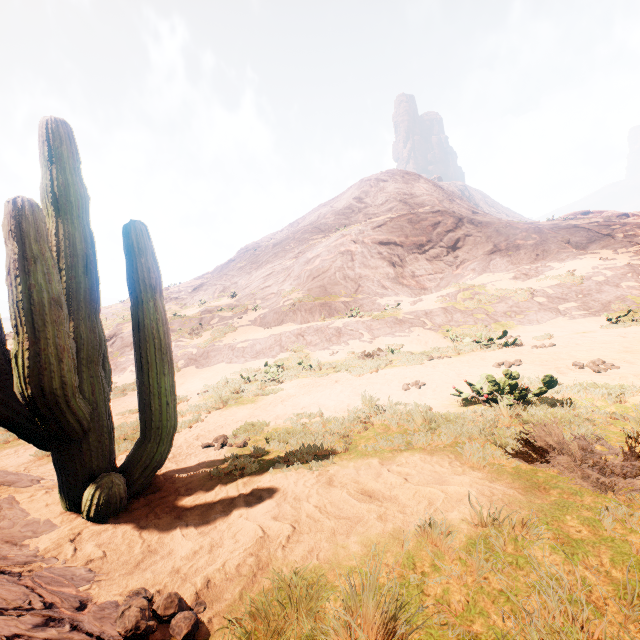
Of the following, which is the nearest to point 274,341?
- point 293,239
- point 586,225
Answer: point 586,225

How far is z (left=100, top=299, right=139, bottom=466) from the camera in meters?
6.0 m

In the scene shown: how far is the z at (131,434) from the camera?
6.0m

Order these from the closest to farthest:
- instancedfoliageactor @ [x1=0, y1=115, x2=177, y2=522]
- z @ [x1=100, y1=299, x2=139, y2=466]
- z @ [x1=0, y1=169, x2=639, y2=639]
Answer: z @ [x1=0, y1=169, x2=639, y2=639], instancedfoliageactor @ [x1=0, y1=115, x2=177, y2=522], z @ [x1=100, y1=299, x2=139, y2=466]

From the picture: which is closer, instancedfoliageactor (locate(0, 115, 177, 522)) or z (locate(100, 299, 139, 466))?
instancedfoliageactor (locate(0, 115, 177, 522))

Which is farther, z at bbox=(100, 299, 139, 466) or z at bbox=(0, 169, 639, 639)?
z at bbox=(100, 299, 139, 466)

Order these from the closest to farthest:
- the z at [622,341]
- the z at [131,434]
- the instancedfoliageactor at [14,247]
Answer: the z at [622,341] → the instancedfoliageactor at [14,247] → the z at [131,434]
